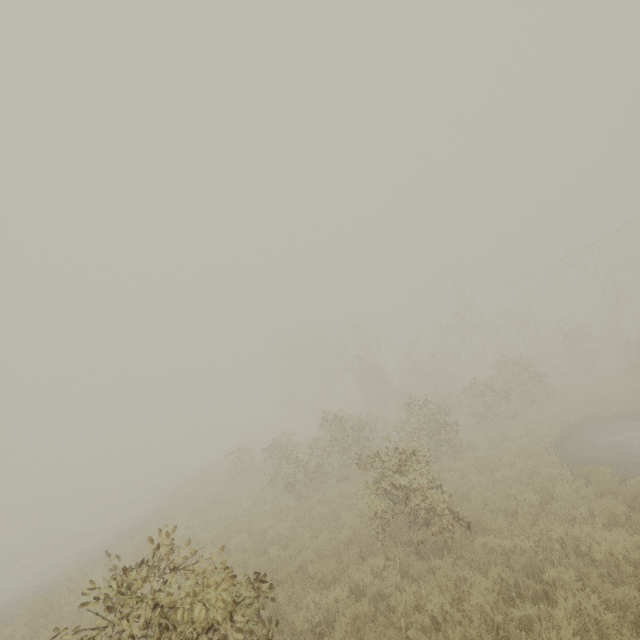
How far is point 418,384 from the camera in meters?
29.7
